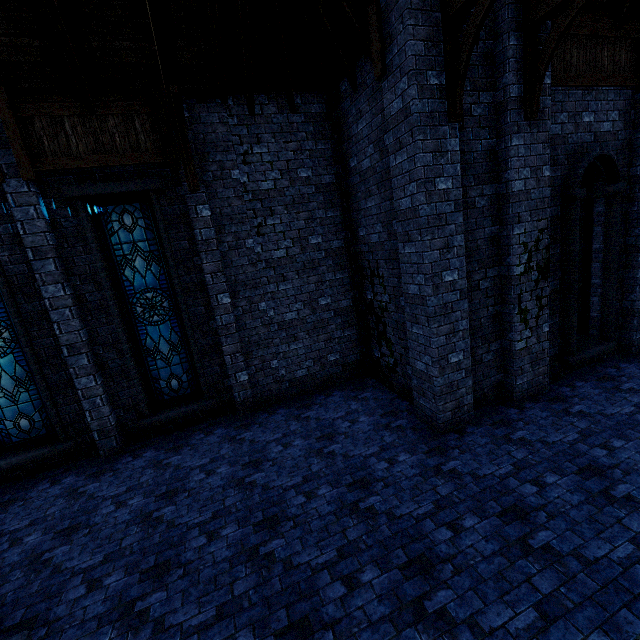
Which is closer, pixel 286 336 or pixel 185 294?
pixel 185 294

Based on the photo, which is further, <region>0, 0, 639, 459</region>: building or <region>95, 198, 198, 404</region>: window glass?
<region>95, 198, 198, 404</region>: window glass

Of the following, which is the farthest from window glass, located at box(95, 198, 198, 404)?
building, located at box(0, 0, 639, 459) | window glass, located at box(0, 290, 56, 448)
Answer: window glass, located at box(0, 290, 56, 448)

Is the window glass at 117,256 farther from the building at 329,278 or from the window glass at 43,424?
the window glass at 43,424

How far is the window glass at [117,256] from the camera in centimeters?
688cm

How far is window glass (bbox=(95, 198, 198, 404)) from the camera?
6.88m

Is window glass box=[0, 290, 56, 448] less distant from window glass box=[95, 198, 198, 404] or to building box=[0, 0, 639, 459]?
building box=[0, 0, 639, 459]
